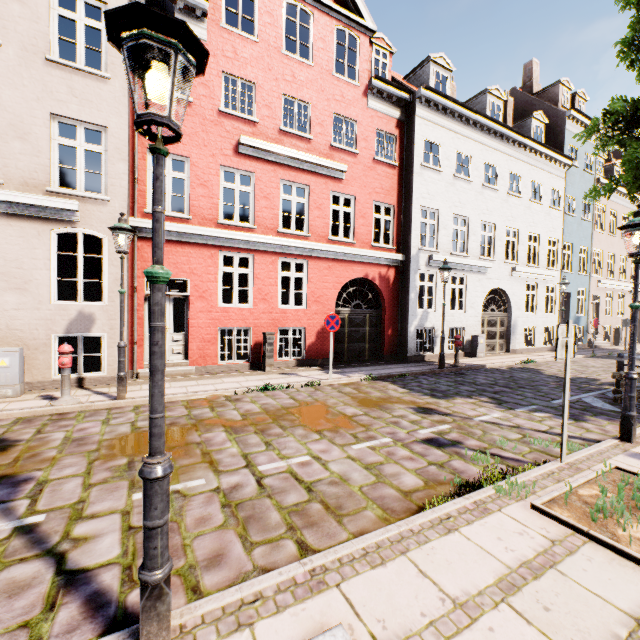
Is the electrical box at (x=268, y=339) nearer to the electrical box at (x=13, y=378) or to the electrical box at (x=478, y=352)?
the electrical box at (x=13, y=378)

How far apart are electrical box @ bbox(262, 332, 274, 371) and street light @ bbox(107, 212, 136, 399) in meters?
4.1 m

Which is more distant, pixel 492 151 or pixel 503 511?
pixel 492 151

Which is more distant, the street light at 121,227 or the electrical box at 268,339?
the electrical box at 268,339

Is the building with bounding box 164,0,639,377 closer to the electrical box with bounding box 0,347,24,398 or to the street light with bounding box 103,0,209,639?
the street light with bounding box 103,0,209,639

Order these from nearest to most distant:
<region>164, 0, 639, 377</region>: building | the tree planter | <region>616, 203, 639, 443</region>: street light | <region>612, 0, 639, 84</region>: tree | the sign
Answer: the tree planter
<region>616, 203, 639, 443</region>: street light
<region>612, 0, 639, 84</region>: tree
the sign
<region>164, 0, 639, 377</region>: building

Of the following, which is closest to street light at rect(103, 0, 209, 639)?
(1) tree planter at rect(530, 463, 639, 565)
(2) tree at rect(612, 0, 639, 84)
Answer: (2) tree at rect(612, 0, 639, 84)

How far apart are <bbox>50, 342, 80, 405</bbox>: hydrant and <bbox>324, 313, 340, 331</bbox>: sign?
5.82m
